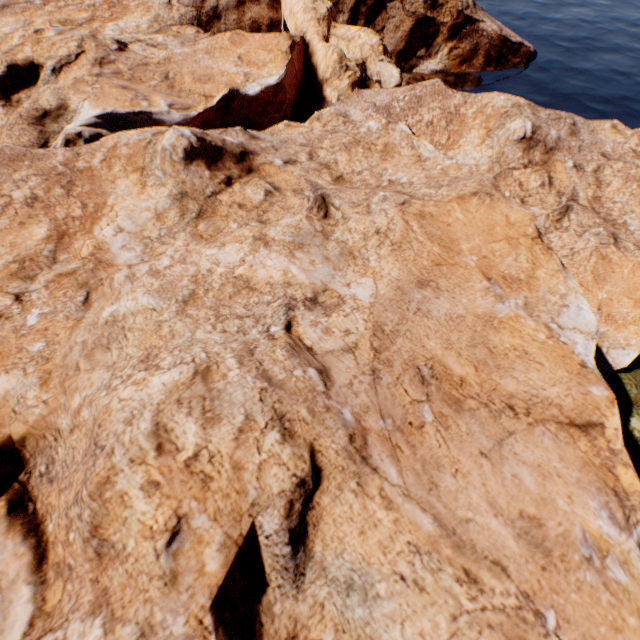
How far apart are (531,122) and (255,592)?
35.7m
